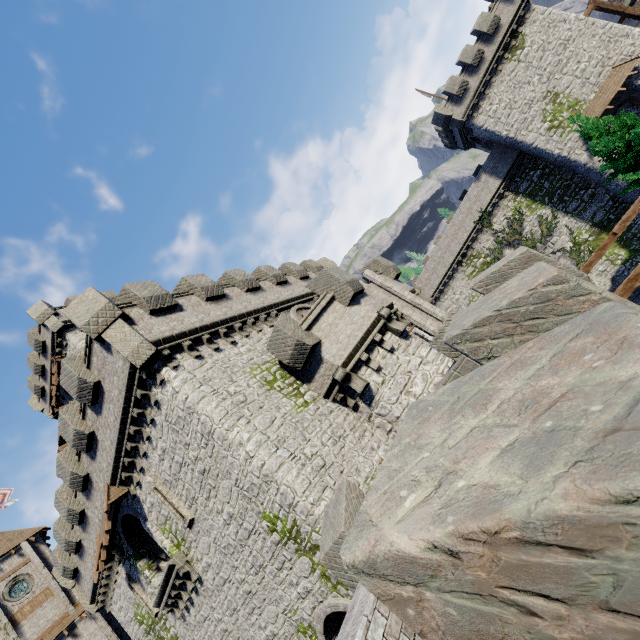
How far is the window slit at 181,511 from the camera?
12.8 meters

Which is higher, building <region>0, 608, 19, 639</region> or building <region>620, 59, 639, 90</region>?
building <region>0, 608, 19, 639</region>

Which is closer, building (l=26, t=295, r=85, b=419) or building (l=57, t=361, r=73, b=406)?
building (l=26, t=295, r=85, b=419)

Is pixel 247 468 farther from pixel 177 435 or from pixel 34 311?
pixel 34 311

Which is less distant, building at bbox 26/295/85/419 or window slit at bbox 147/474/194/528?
window slit at bbox 147/474/194/528

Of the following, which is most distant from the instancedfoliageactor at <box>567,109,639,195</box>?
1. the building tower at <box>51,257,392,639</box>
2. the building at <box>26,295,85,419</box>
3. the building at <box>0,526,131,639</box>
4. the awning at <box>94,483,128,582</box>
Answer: the building at <box>0,526,131,639</box>

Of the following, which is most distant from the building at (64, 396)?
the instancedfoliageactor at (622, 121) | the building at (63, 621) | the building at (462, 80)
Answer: the building at (462, 80)

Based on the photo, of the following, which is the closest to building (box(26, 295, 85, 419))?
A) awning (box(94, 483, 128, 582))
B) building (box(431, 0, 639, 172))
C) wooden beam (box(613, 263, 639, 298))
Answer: awning (box(94, 483, 128, 582))
